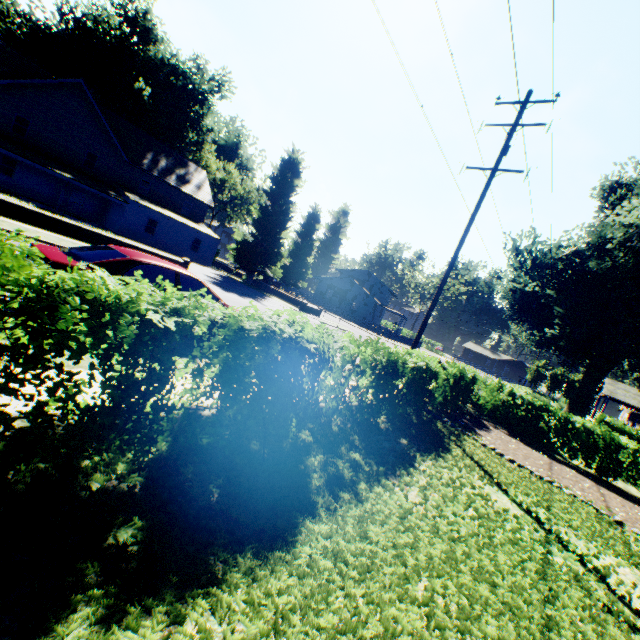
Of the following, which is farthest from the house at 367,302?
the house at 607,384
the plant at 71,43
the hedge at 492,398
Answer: the house at 607,384

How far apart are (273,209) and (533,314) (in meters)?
27.28

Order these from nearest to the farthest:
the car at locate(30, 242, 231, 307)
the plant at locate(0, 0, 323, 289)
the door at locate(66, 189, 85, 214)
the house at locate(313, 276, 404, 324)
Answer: the car at locate(30, 242, 231, 307) → the door at locate(66, 189, 85, 214) → the plant at locate(0, 0, 323, 289) → the house at locate(313, 276, 404, 324)

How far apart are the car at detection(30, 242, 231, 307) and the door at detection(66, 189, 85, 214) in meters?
31.0

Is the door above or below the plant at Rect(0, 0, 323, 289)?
below

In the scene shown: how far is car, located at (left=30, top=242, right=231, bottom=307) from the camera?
5.37m

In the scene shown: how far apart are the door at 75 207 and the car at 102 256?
31.0 meters

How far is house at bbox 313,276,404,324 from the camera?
53.7 meters
